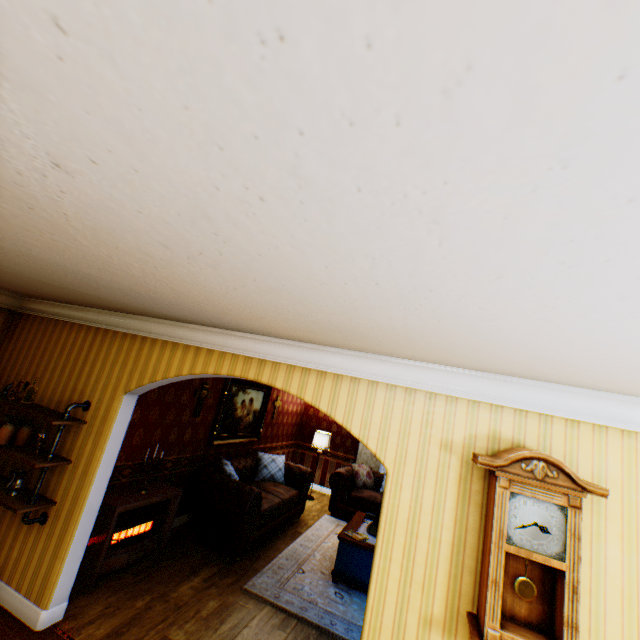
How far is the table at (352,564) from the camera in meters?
4.9

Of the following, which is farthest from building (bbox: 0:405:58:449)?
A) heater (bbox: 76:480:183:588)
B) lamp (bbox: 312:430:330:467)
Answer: lamp (bbox: 312:430:330:467)

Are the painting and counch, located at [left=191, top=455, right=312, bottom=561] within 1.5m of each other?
yes

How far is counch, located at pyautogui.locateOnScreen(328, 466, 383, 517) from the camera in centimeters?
786cm

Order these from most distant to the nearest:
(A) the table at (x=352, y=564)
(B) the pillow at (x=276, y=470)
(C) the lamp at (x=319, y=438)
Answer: (C) the lamp at (x=319, y=438) < (B) the pillow at (x=276, y=470) < (A) the table at (x=352, y=564)

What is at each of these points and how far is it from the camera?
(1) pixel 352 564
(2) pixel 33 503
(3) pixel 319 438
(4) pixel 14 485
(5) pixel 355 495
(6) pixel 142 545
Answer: (1) table, 5.0m
(2) shelf, 3.3m
(3) lamp, 9.2m
(4) pitcher, 3.4m
(5) counch, 8.0m
(6) heater, 4.4m

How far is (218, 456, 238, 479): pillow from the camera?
5.78m

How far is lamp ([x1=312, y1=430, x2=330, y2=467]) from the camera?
9.14m
